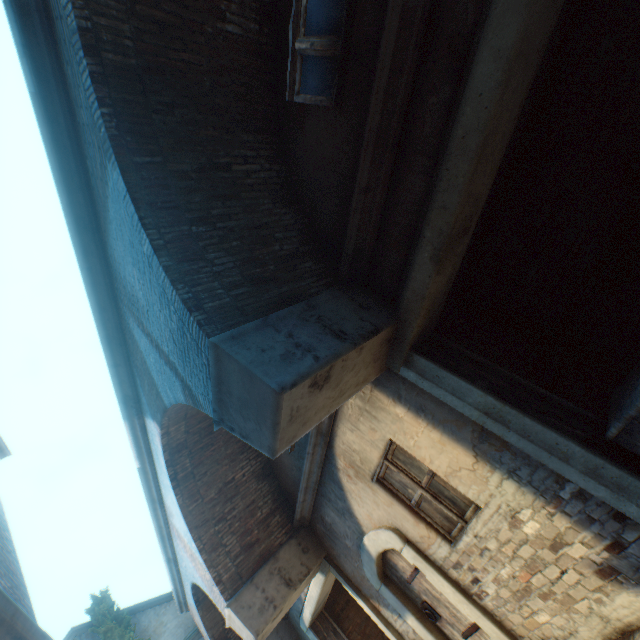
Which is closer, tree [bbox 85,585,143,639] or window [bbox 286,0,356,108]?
window [bbox 286,0,356,108]

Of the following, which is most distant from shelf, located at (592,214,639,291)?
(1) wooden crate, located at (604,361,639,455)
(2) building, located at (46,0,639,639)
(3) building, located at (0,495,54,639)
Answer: (3) building, located at (0,495,54,639)

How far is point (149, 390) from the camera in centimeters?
463cm

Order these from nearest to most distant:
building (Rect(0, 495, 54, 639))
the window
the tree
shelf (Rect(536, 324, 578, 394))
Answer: building (Rect(0, 495, 54, 639)) → the window → shelf (Rect(536, 324, 578, 394)) → the tree

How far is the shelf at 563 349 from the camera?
3.6m

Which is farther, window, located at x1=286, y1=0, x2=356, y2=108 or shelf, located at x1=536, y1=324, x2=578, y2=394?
shelf, located at x1=536, y1=324, x2=578, y2=394

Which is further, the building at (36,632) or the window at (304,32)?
the window at (304,32)

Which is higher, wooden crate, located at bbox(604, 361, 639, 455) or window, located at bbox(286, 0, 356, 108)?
window, located at bbox(286, 0, 356, 108)
